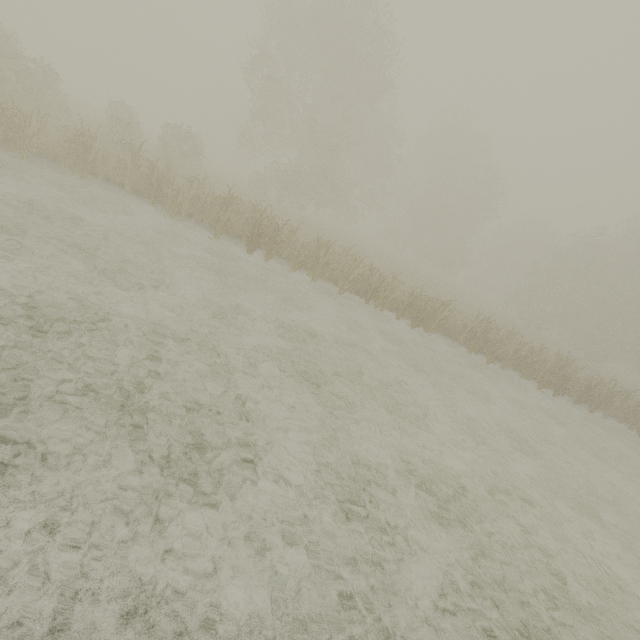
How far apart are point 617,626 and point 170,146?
28.35m
